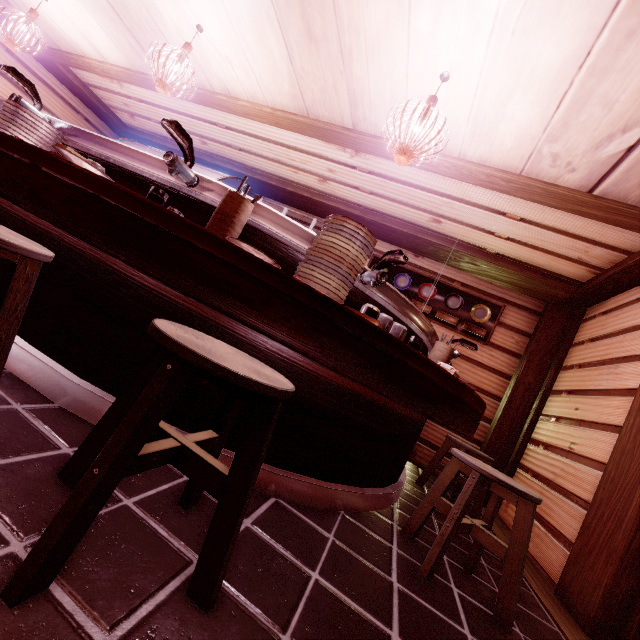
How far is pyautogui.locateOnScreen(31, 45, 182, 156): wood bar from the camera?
7.8m

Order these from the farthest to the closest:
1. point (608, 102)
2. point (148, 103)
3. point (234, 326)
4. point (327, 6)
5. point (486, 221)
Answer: point (148, 103) < point (486, 221) < point (327, 6) < point (608, 102) < point (234, 326)

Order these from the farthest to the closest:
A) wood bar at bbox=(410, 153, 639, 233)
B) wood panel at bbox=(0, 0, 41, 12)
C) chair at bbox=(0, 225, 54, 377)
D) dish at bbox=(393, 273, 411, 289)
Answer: dish at bbox=(393, 273, 411, 289)
wood panel at bbox=(0, 0, 41, 12)
wood bar at bbox=(410, 153, 639, 233)
chair at bbox=(0, 225, 54, 377)

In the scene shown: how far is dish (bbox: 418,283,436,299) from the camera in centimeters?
875cm

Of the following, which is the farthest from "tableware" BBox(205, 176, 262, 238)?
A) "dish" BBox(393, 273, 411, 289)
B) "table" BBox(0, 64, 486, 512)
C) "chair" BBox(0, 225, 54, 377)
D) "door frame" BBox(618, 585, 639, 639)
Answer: "dish" BBox(393, 273, 411, 289)

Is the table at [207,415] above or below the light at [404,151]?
below

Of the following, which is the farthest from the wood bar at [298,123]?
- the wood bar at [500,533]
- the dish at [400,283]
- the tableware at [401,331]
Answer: the wood bar at [500,533]

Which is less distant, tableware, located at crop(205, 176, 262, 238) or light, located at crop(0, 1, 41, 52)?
tableware, located at crop(205, 176, 262, 238)
